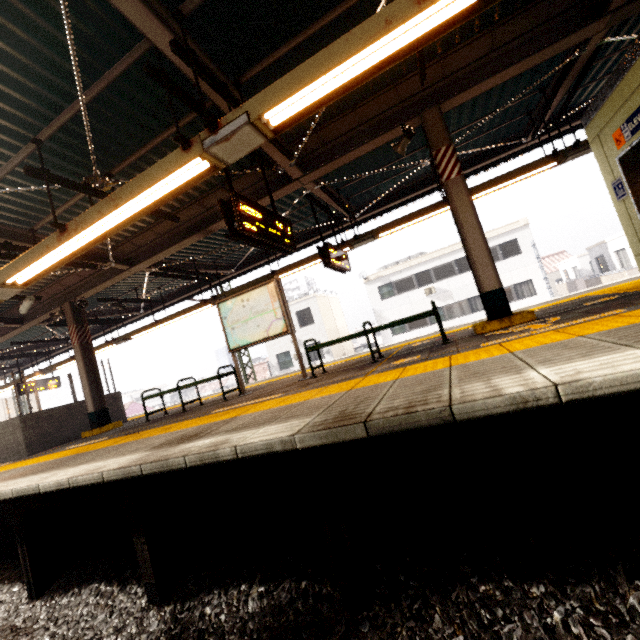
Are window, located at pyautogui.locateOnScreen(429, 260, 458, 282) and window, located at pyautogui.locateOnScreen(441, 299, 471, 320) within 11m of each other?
yes

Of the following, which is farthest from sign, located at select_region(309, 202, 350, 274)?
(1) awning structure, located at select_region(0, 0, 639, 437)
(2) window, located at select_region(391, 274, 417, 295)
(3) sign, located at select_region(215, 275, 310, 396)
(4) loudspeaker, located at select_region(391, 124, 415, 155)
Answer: (2) window, located at select_region(391, 274, 417, 295)

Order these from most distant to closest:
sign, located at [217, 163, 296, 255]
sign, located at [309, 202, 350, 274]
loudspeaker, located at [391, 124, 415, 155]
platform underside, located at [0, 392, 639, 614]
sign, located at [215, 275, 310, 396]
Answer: sign, located at [309, 202, 350, 274] → sign, located at [215, 275, 310, 396] → loudspeaker, located at [391, 124, 415, 155] → sign, located at [217, 163, 296, 255] → platform underside, located at [0, 392, 639, 614]

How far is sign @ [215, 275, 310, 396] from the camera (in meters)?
6.20

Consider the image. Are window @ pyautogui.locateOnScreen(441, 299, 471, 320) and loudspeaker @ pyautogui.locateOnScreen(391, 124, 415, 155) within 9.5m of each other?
no

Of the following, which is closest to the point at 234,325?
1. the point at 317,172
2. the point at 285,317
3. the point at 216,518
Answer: the point at 285,317

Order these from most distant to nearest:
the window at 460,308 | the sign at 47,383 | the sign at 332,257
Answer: the window at 460,308
the sign at 47,383
the sign at 332,257

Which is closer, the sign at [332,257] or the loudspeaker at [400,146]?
the loudspeaker at [400,146]
